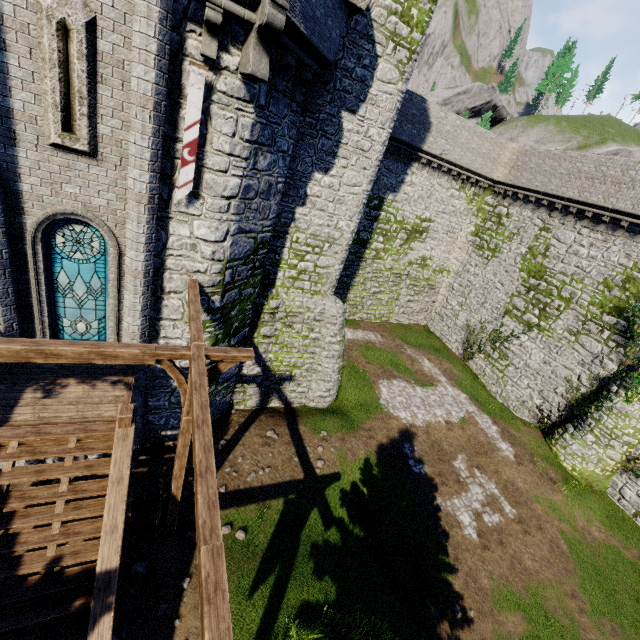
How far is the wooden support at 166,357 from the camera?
6.5 meters

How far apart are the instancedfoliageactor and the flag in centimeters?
994cm

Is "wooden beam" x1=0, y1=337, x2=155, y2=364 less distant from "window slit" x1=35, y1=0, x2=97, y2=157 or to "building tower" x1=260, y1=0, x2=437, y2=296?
"window slit" x1=35, y1=0, x2=97, y2=157

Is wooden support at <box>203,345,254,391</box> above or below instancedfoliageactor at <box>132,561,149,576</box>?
above

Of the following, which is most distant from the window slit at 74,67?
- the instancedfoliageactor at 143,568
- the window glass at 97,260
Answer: the instancedfoliageactor at 143,568

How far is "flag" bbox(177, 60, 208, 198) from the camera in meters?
6.9 m

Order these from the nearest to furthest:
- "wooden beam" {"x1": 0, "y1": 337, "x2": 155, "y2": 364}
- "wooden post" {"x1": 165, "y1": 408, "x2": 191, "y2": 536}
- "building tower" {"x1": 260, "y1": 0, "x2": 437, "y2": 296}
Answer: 1. "wooden beam" {"x1": 0, "y1": 337, "x2": 155, "y2": 364}
2. "wooden post" {"x1": 165, "y1": 408, "x2": 191, "y2": 536}
3. "building tower" {"x1": 260, "y1": 0, "x2": 437, "y2": 296}

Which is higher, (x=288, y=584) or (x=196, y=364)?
(x=196, y=364)
